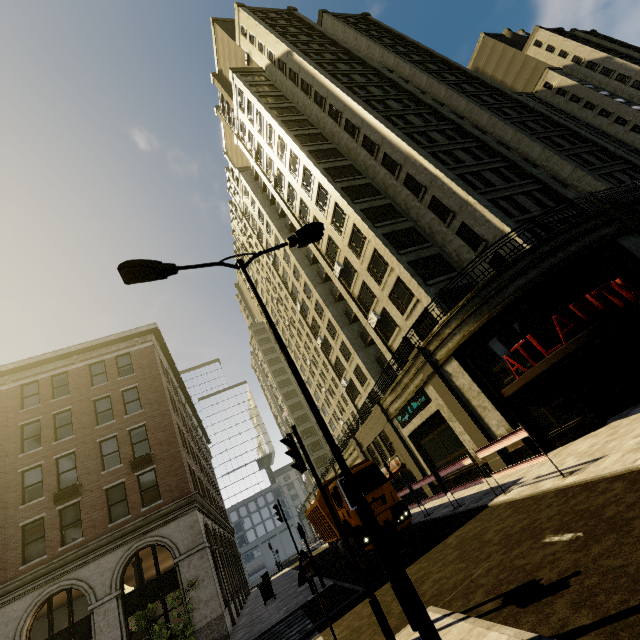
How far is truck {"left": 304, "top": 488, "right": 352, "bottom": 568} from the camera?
14.5 meters

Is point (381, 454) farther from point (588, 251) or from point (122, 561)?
point (588, 251)

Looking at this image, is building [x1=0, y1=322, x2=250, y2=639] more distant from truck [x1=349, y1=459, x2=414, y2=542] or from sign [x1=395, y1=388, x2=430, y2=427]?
truck [x1=349, y1=459, x2=414, y2=542]

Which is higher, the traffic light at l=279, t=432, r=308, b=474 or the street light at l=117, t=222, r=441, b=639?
the traffic light at l=279, t=432, r=308, b=474

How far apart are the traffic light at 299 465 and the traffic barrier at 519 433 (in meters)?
6.16

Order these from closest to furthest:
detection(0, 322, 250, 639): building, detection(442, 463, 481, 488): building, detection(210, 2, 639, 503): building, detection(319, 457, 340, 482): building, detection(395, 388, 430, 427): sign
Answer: detection(210, 2, 639, 503): building → detection(0, 322, 250, 639): building → detection(442, 463, 481, 488): building → detection(395, 388, 430, 427): sign → detection(319, 457, 340, 482): building

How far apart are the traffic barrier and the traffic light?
6.2 meters

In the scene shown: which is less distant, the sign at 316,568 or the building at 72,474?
the sign at 316,568
